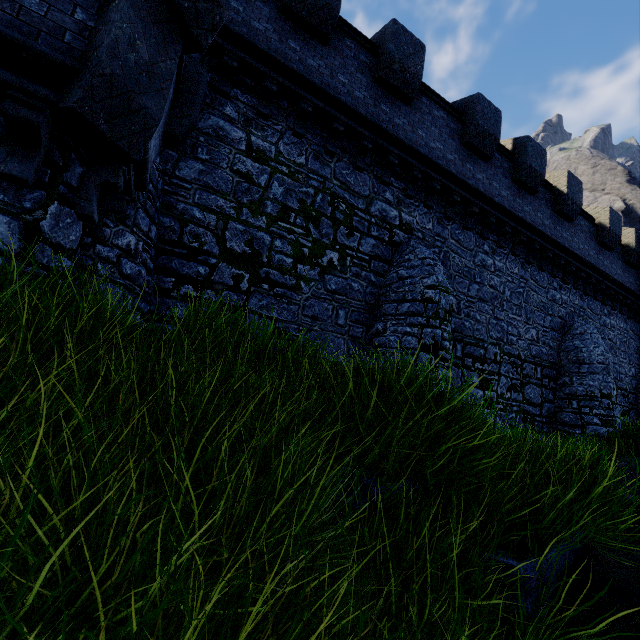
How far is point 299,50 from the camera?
8.2 meters
